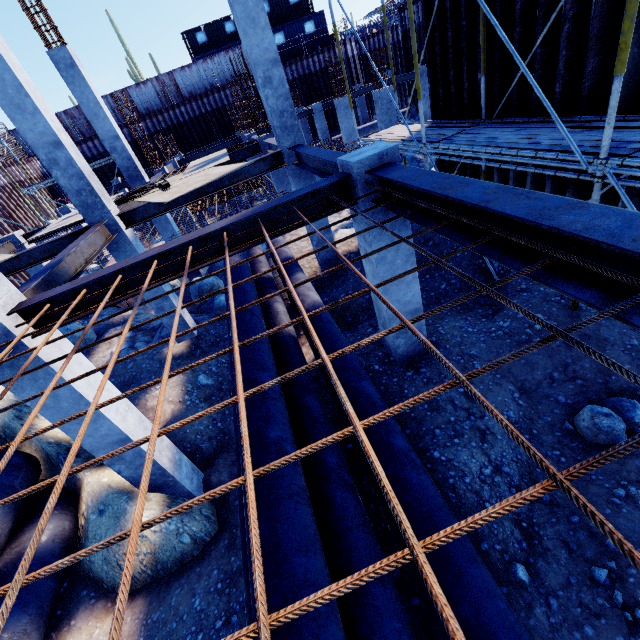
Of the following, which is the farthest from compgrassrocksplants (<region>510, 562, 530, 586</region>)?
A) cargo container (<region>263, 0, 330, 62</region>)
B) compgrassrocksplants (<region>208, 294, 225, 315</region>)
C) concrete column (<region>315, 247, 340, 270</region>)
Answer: cargo container (<region>263, 0, 330, 62</region>)

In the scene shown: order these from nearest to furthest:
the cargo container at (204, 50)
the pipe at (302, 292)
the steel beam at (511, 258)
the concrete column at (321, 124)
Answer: the steel beam at (511, 258) → the pipe at (302, 292) → the concrete column at (321, 124) → the cargo container at (204, 50)

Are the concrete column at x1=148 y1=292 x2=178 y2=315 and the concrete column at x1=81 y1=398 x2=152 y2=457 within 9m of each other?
yes

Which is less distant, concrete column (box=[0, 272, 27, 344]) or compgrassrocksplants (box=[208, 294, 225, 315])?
concrete column (box=[0, 272, 27, 344])

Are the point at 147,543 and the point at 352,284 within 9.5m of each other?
yes

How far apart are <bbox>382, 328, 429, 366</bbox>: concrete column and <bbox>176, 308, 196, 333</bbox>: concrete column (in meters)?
6.18

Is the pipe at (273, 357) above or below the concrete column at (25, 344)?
below

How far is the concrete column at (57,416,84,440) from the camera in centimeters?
449cm
